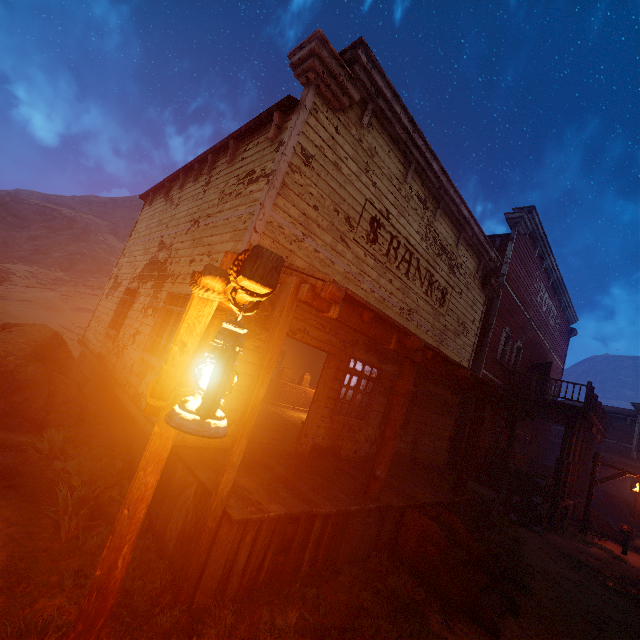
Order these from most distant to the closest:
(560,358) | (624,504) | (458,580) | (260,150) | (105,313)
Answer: (560,358) < (624,504) < (105,313) < (260,150) < (458,580)

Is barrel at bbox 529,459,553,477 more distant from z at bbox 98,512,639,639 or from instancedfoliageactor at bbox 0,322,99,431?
instancedfoliageactor at bbox 0,322,99,431

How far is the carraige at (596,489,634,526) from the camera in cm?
1795

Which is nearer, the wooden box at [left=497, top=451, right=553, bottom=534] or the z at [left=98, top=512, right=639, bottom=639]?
the z at [left=98, top=512, right=639, bottom=639]

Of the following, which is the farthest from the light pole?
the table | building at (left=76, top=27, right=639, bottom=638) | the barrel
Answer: the barrel

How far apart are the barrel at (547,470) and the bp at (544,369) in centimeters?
506cm

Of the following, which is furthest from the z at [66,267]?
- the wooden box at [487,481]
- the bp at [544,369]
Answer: the bp at [544,369]

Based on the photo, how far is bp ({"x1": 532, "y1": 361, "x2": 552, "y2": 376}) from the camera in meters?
16.6
